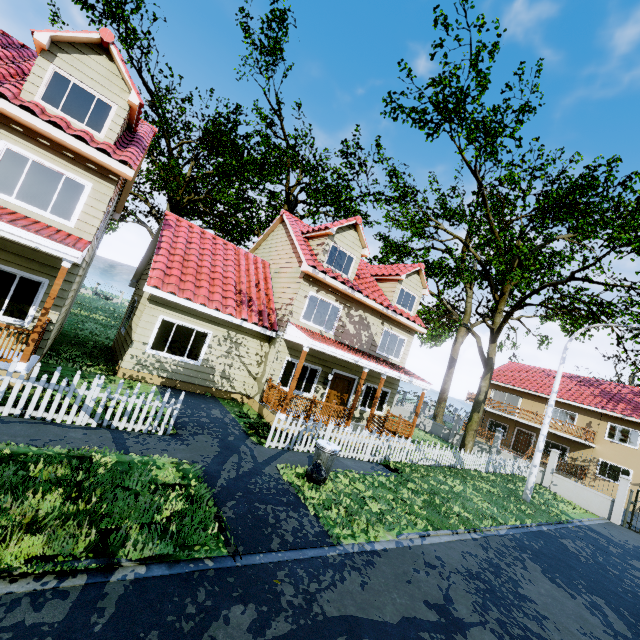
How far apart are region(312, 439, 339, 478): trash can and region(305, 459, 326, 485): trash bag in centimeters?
2cm

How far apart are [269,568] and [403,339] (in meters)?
14.23

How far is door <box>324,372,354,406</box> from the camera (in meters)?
15.19

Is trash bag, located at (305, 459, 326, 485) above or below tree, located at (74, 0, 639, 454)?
below

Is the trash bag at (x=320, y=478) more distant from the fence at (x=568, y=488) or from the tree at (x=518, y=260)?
the tree at (x=518, y=260)

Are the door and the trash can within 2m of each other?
no

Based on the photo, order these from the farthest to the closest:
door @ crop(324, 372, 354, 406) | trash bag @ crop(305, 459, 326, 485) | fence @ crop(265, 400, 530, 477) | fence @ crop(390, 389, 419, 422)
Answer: fence @ crop(390, 389, 419, 422) → door @ crop(324, 372, 354, 406) → fence @ crop(265, 400, 530, 477) → trash bag @ crop(305, 459, 326, 485)

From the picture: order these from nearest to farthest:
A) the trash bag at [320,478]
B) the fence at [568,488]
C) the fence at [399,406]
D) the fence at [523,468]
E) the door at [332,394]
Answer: the trash bag at [320,478]
the fence at [523,468]
the door at [332,394]
the fence at [568,488]
the fence at [399,406]
